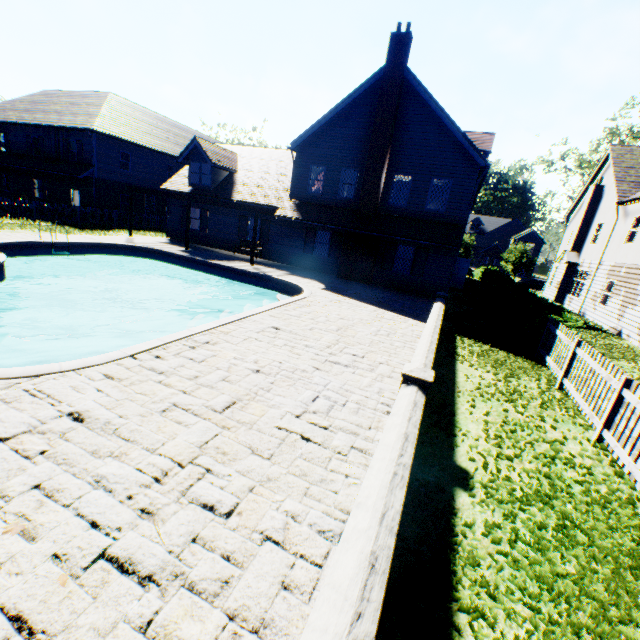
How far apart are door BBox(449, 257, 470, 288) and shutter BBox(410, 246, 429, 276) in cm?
713

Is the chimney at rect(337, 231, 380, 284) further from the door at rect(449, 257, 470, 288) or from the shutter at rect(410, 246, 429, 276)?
the door at rect(449, 257, 470, 288)

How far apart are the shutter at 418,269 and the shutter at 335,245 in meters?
4.3 m

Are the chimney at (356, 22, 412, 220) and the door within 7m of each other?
no

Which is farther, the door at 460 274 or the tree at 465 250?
the tree at 465 250

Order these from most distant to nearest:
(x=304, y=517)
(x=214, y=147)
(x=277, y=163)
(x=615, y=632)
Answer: (x=277, y=163), (x=214, y=147), (x=304, y=517), (x=615, y=632)

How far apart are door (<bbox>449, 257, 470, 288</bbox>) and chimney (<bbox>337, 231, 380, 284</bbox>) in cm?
810

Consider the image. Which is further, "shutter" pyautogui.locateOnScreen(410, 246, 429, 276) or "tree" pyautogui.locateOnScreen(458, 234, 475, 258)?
"tree" pyautogui.locateOnScreen(458, 234, 475, 258)
